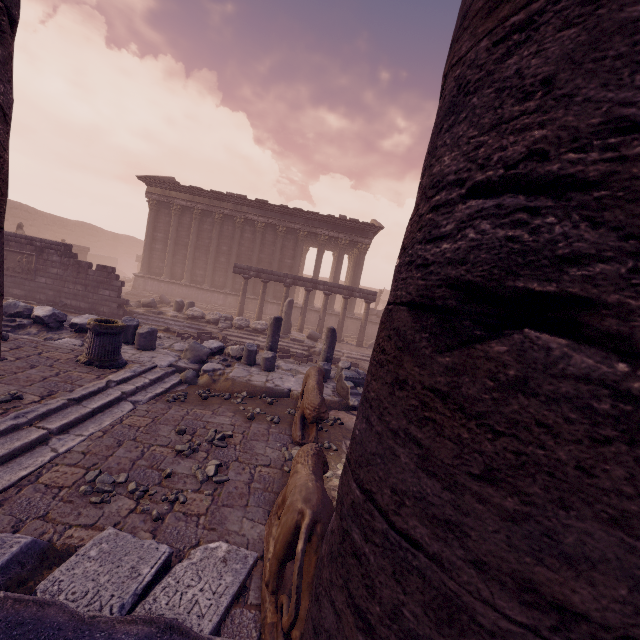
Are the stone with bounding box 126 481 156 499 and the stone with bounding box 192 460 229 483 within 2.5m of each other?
yes

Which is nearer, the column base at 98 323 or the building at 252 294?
the column base at 98 323

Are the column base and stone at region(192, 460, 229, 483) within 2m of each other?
no

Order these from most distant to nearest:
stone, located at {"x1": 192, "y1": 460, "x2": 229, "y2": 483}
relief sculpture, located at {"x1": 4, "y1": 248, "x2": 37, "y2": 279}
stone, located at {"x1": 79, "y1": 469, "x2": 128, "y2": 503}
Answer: relief sculpture, located at {"x1": 4, "y1": 248, "x2": 37, "y2": 279}
stone, located at {"x1": 192, "y1": 460, "x2": 229, "y2": 483}
stone, located at {"x1": 79, "y1": 469, "x2": 128, "y2": 503}

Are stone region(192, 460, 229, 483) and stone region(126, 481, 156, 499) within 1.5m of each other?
yes

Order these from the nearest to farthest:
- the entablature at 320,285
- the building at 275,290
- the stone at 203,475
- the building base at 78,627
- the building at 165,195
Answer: the building base at 78,627
the stone at 203,475
the entablature at 320,285
the building at 165,195
the building at 275,290

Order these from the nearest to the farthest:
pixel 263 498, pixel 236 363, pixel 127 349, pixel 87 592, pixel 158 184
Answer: pixel 87 592 < pixel 263 498 < pixel 127 349 < pixel 236 363 < pixel 158 184

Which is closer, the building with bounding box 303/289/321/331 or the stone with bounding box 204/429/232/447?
the stone with bounding box 204/429/232/447
